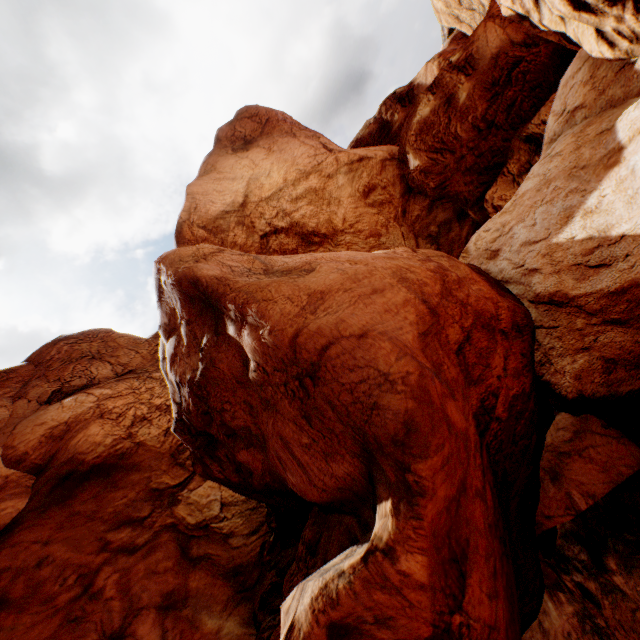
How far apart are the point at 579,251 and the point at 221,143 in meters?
24.1
